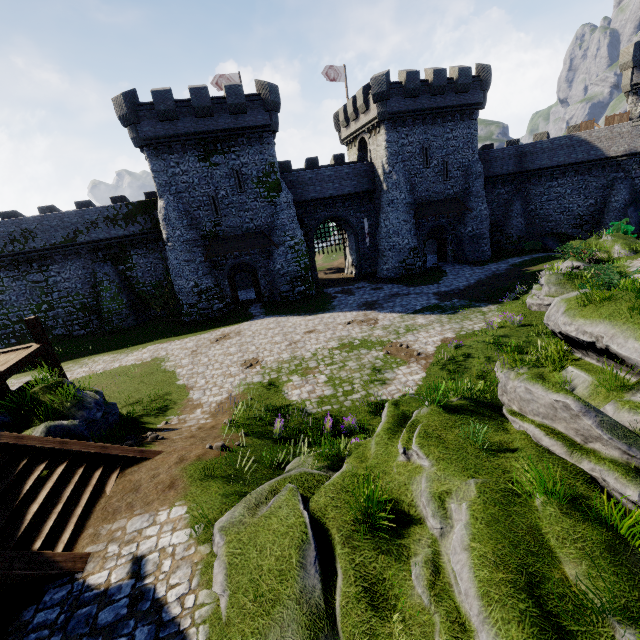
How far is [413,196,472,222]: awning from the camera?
30.8m

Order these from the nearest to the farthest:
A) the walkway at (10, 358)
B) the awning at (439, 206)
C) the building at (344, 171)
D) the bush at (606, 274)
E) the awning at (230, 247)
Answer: the walkway at (10, 358), the bush at (606, 274), the building at (344, 171), the awning at (230, 247), the awning at (439, 206)

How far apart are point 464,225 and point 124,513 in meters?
34.8 m

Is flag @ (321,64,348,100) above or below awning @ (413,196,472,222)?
above

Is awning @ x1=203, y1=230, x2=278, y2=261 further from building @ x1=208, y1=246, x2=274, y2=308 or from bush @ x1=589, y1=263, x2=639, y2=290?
bush @ x1=589, y1=263, x2=639, y2=290

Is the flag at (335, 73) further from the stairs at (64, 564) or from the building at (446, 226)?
the stairs at (64, 564)

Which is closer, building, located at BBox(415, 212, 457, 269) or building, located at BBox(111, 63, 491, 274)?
building, located at BBox(111, 63, 491, 274)

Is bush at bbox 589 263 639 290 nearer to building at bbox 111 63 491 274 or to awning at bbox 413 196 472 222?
awning at bbox 413 196 472 222
